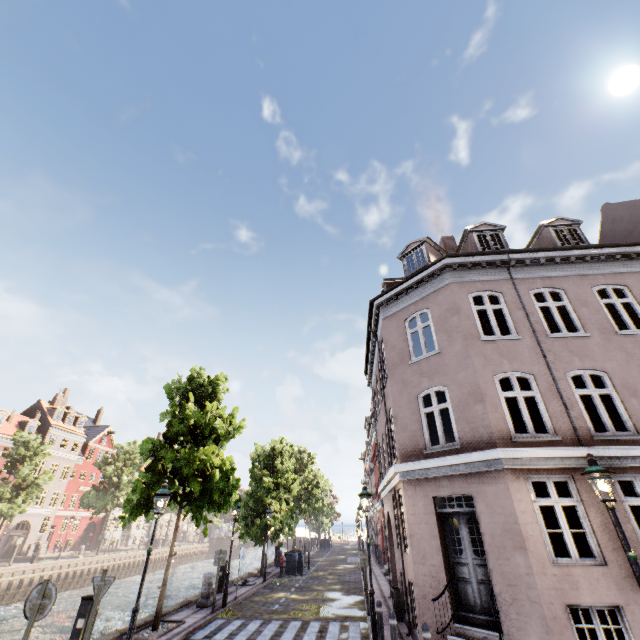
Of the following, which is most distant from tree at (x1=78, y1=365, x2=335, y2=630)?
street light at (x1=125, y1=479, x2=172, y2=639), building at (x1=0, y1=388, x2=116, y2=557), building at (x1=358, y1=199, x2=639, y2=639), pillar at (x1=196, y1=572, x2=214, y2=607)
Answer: building at (x1=0, y1=388, x2=116, y2=557)

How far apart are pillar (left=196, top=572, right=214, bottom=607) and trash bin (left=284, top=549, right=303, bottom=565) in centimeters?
1103cm

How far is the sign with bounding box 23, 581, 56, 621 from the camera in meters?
5.5 m

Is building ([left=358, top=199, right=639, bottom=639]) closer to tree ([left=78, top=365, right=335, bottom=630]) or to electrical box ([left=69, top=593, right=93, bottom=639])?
tree ([left=78, top=365, right=335, bottom=630])

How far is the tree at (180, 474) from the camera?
11.36m

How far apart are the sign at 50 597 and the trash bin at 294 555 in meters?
21.3

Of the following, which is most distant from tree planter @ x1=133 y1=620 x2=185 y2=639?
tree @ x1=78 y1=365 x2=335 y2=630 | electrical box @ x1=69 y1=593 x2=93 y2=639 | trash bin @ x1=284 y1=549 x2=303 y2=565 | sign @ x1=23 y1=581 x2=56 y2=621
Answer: trash bin @ x1=284 y1=549 x2=303 y2=565

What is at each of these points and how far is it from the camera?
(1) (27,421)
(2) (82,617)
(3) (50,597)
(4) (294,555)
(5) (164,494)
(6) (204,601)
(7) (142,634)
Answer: (1) building, 37.50m
(2) electrical box, 8.03m
(3) sign, 5.57m
(4) trash bin, 22.98m
(5) street light, 8.98m
(6) pillar, 13.05m
(7) tree planter, 9.72m
